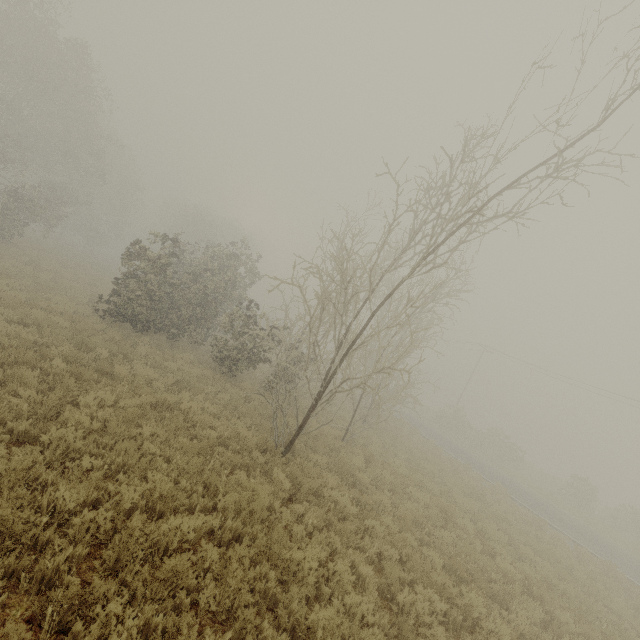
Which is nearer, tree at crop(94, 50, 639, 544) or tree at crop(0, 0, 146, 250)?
tree at crop(94, 50, 639, 544)

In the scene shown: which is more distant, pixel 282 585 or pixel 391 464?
pixel 391 464

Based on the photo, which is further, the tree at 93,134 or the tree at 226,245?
the tree at 93,134
